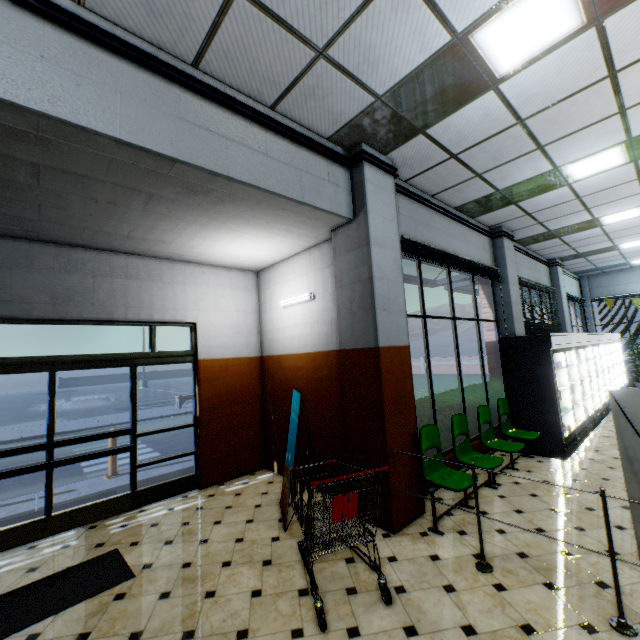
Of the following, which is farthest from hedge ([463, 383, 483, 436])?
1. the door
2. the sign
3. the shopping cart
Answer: the door

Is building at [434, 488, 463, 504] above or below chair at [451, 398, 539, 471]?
below

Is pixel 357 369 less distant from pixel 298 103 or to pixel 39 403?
pixel 298 103

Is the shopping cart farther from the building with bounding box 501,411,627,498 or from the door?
the door

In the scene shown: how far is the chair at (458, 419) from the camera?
4.6 meters

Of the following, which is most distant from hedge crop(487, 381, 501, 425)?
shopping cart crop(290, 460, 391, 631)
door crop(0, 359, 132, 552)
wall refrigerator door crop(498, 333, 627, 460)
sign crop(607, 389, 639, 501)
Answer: door crop(0, 359, 132, 552)

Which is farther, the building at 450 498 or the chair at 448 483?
the building at 450 498

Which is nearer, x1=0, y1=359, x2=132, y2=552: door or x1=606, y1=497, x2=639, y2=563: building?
x1=606, y1=497, x2=639, y2=563: building
